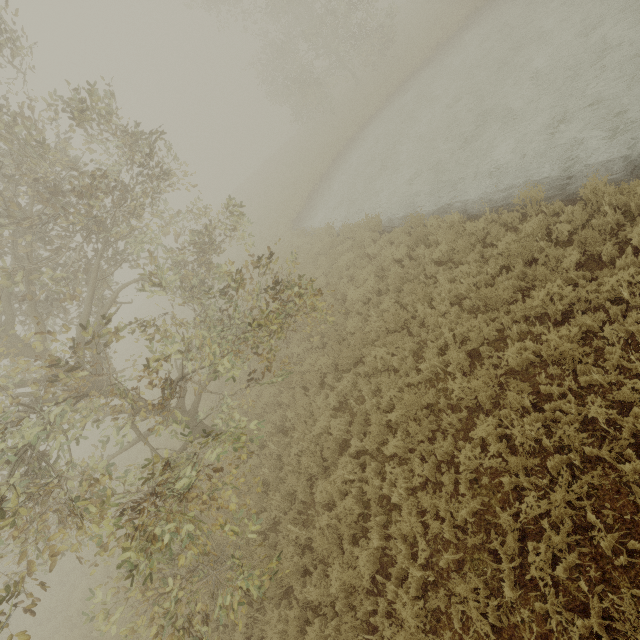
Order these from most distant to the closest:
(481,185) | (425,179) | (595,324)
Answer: (425,179) → (481,185) → (595,324)
